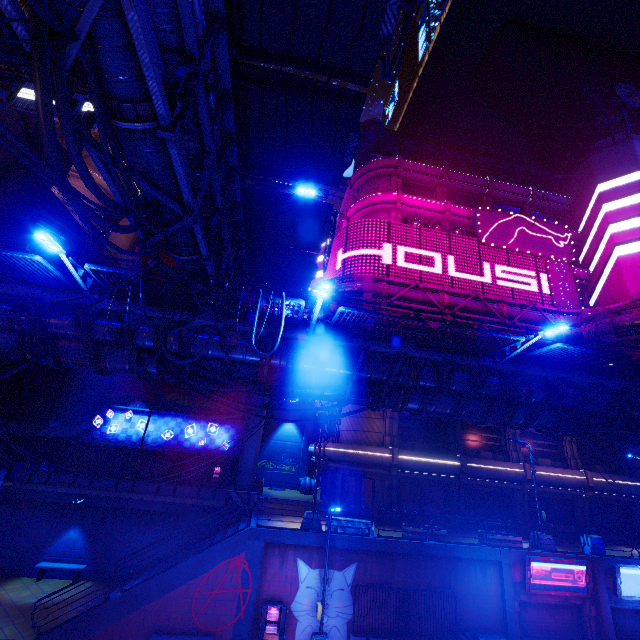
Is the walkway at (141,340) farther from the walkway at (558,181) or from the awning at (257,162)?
the walkway at (558,181)

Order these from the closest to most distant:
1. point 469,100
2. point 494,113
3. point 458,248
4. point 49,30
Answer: point 49,30 < point 458,248 < point 469,100 < point 494,113

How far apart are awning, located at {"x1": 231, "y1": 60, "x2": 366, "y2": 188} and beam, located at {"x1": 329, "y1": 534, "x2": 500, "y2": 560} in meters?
15.7

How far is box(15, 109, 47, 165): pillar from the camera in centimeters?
2141cm

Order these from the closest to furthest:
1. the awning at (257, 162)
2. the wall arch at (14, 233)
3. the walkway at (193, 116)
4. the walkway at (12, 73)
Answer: the walkway at (193, 116), the awning at (257, 162), the wall arch at (14, 233), the walkway at (12, 73)

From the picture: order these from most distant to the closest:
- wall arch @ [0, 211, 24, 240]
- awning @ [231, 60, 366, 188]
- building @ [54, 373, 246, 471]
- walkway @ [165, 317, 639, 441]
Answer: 1. building @ [54, 373, 246, 471]
2. wall arch @ [0, 211, 24, 240]
3. walkway @ [165, 317, 639, 441]
4. awning @ [231, 60, 366, 188]

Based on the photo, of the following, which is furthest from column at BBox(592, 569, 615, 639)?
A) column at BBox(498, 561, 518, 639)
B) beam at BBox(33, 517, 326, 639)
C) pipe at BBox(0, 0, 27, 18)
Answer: pipe at BBox(0, 0, 27, 18)

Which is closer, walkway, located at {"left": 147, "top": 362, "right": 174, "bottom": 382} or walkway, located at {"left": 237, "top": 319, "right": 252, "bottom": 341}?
walkway, located at {"left": 237, "top": 319, "right": 252, "bottom": 341}
